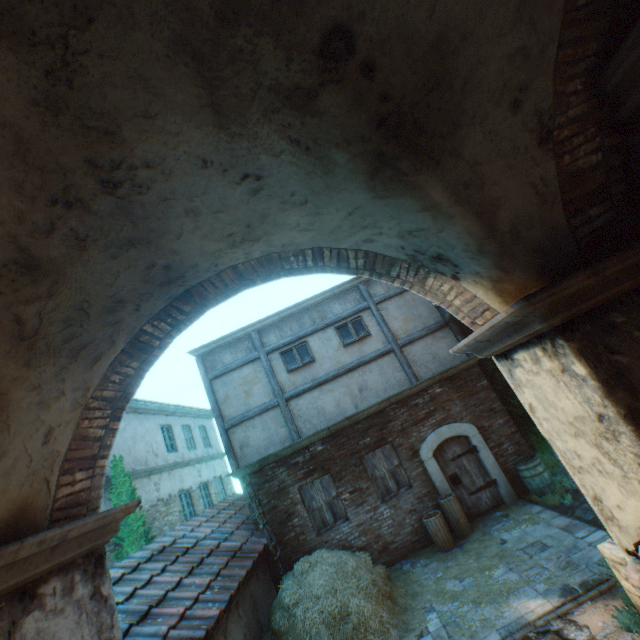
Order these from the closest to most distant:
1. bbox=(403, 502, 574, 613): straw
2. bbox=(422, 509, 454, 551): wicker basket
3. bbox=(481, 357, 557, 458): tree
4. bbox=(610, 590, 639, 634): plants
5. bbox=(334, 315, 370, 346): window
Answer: bbox=(610, 590, 639, 634): plants
bbox=(403, 502, 574, 613): straw
bbox=(422, 509, 454, 551): wicker basket
bbox=(481, 357, 557, 458): tree
bbox=(334, 315, 370, 346): window

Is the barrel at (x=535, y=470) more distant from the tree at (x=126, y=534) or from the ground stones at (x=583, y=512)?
the tree at (x=126, y=534)

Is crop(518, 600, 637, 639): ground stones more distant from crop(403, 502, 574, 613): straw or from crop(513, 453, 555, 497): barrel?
crop(513, 453, 555, 497): barrel

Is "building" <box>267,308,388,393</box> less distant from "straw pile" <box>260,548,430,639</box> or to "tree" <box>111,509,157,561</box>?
"straw pile" <box>260,548,430,639</box>

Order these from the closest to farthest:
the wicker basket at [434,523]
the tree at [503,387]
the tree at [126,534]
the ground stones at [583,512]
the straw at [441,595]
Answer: the straw at [441,595], the ground stones at [583,512], the wicker basket at [434,523], the tree at [126,534], the tree at [503,387]

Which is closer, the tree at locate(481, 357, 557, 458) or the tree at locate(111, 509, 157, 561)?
the tree at locate(111, 509, 157, 561)

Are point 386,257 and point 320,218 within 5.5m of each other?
yes

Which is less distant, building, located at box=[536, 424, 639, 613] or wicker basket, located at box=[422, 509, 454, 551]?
building, located at box=[536, 424, 639, 613]
